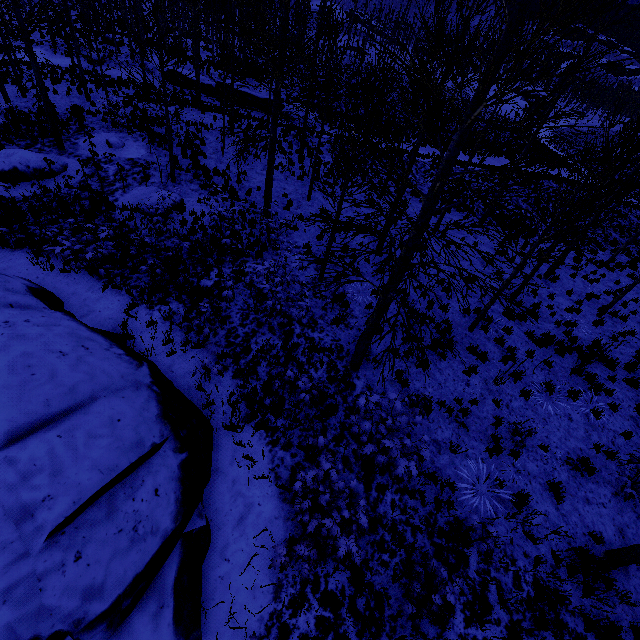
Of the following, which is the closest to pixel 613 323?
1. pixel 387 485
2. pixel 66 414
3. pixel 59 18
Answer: pixel 387 485

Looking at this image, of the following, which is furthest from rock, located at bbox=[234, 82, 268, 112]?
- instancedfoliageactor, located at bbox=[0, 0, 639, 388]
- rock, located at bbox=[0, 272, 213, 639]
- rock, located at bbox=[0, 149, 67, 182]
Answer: rock, located at bbox=[0, 272, 213, 639]

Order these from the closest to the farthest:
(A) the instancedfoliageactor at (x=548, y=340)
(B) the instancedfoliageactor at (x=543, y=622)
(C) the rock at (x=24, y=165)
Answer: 1. (B) the instancedfoliageactor at (x=543, y=622)
2. (A) the instancedfoliageactor at (x=548, y=340)
3. (C) the rock at (x=24, y=165)

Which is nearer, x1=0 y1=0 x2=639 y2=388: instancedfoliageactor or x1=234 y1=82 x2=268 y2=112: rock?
x1=0 y1=0 x2=639 y2=388: instancedfoliageactor

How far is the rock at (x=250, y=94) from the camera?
25.92m

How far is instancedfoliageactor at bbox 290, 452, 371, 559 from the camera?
5.2m

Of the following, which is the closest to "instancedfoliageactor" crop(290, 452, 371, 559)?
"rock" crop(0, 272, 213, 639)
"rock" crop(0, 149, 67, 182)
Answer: "rock" crop(0, 272, 213, 639)

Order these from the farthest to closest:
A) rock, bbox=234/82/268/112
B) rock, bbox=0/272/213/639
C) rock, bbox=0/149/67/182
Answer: rock, bbox=234/82/268/112 < rock, bbox=0/149/67/182 < rock, bbox=0/272/213/639
